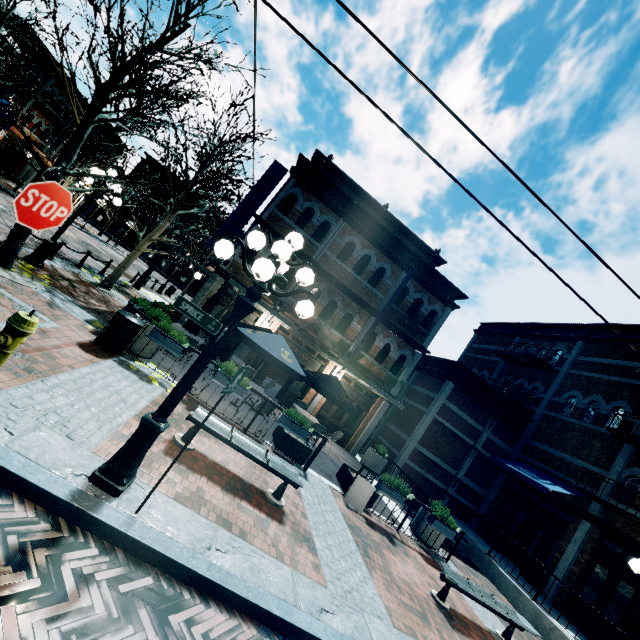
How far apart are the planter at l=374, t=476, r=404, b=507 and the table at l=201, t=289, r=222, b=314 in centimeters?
685cm

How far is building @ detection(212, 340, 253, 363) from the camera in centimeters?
1423cm

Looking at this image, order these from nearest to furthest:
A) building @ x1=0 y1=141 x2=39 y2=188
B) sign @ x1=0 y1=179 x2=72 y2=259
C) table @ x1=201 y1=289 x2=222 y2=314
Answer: sign @ x1=0 y1=179 x2=72 y2=259
table @ x1=201 y1=289 x2=222 y2=314
building @ x1=0 y1=141 x2=39 y2=188

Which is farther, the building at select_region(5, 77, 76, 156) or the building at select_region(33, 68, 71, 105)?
the building at select_region(33, 68, 71, 105)

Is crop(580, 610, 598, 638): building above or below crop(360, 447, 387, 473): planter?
above

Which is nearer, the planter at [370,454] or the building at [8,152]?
the planter at [370,454]

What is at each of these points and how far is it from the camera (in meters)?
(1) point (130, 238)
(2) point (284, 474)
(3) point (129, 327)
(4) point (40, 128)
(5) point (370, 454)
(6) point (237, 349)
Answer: (1) building, 55.41
(2) bench, 5.74
(3) garbage, 7.16
(4) building, 26.33
(5) planter, 14.52
(6) building, 14.32

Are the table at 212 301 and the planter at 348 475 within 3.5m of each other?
no
